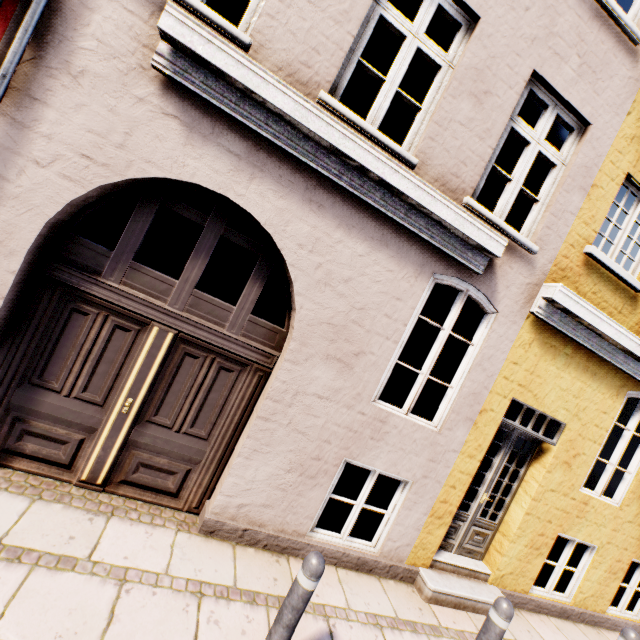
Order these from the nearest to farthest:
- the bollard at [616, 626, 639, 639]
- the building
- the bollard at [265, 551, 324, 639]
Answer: the bollard at [265, 551, 324, 639], the building, the bollard at [616, 626, 639, 639]

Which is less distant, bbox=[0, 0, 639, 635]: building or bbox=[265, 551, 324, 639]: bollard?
bbox=[265, 551, 324, 639]: bollard

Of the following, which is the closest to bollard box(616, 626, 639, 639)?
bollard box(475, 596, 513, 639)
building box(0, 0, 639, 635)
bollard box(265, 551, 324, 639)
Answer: building box(0, 0, 639, 635)

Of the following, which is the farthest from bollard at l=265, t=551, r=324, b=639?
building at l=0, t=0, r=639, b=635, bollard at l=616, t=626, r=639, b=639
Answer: bollard at l=616, t=626, r=639, b=639

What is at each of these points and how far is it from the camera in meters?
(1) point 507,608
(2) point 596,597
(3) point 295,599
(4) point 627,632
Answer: (1) bollard, 2.9 m
(2) building, 5.5 m
(3) bollard, 2.3 m
(4) bollard, 3.5 m

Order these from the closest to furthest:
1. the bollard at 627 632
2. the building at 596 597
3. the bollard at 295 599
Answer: the bollard at 295 599 < the building at 596 597 < the bollard at 627 632

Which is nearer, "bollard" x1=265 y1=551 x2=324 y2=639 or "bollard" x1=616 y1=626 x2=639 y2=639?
"bollard" x1=265 y1=551 x2=324 y2=639

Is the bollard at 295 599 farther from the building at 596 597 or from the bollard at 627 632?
the bollard at 627 632
